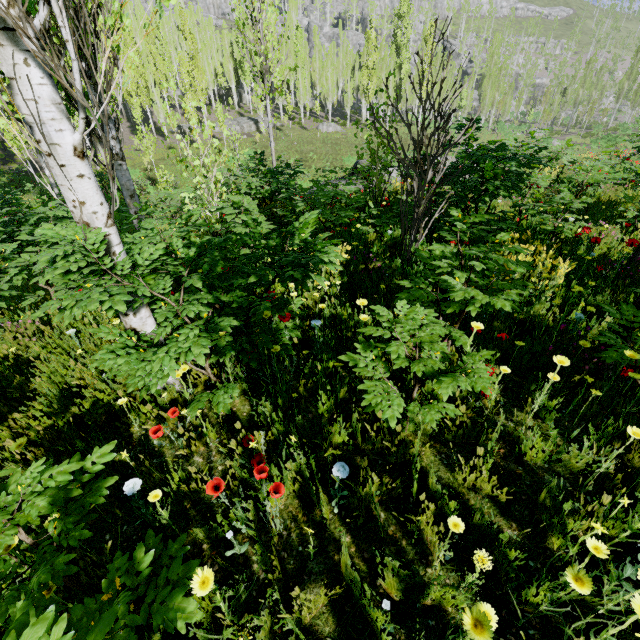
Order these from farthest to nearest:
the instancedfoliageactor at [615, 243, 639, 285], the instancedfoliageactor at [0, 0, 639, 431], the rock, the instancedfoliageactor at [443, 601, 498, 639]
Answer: the rock < the instancedfoliageactor at [615, 243, 639, 285] < the instancedfoliageactor at [0, 0, 639, 431] < the instancedfoliageactor at [443, 601, 498, 639]

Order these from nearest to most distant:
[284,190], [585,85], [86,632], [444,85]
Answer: [86,632] < [284,190] < [444,85] < [585,85]

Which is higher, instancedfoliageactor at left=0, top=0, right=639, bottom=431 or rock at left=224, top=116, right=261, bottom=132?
instancedfoliageactor at left=0, top=0, right=639, bottom=431

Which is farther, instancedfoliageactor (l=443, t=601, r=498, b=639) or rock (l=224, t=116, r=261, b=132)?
rock (l=224, t=116, r=261, b=132)

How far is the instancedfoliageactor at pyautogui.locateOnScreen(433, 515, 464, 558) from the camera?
1.4m

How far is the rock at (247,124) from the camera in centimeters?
4203cm

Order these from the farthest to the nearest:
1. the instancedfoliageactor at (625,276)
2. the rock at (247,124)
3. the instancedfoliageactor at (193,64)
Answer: the rock at (247,124), the instancedfoliageactor at (625,276), the instancedfoliageactor at (193,64)
